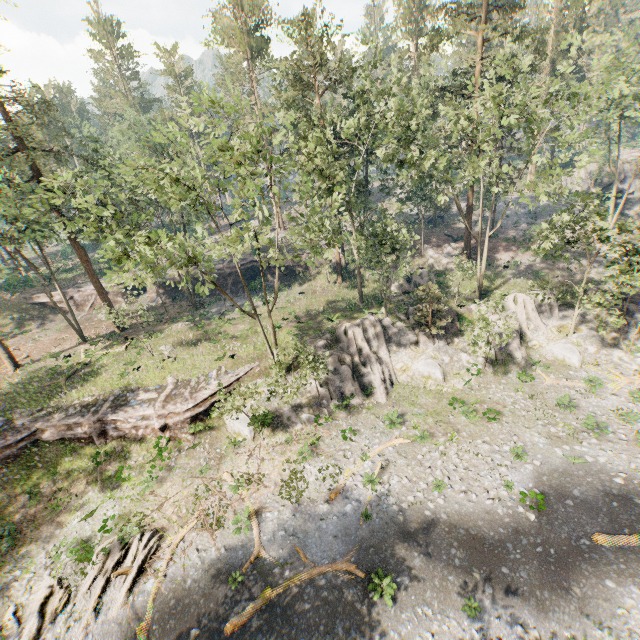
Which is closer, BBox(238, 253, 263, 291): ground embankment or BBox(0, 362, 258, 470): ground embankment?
BBox(0, 362, 258, 470): ground embankment

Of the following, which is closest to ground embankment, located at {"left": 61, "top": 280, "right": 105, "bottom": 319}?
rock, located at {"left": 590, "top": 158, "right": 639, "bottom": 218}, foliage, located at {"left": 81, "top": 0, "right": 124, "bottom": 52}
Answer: foliage, located at {"left": 81, "top": 0, "right": 124, "bottom": 52}

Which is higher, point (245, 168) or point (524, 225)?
point (245, 168)

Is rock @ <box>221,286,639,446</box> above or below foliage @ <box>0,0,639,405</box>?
below

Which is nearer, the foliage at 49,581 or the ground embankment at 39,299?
the foliage at 49,581

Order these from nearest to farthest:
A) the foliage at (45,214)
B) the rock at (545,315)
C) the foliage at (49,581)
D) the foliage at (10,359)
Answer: the foliage at (49,581) → the foliage at (45,214) → the rock at (545,315) → the foliage at (10,359)

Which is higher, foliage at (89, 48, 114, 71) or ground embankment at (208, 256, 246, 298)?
foliage at (89, 48, 114, 71)

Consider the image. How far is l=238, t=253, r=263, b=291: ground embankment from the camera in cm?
4122
